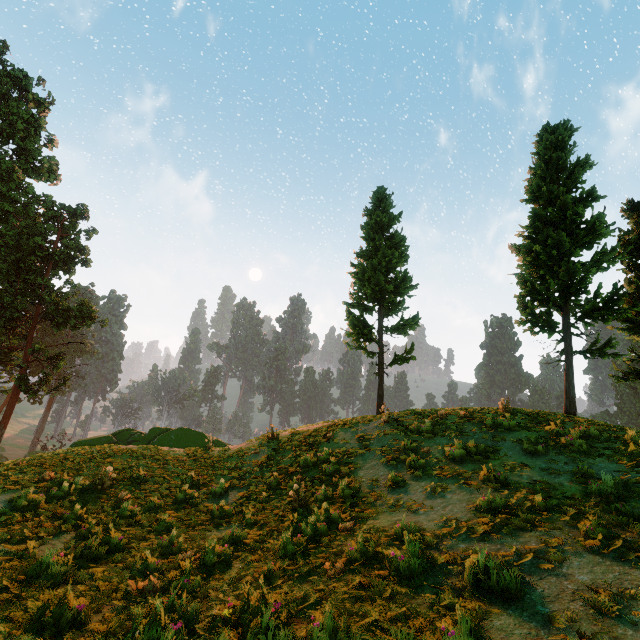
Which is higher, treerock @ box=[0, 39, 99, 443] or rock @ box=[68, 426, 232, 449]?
treerock @ box=[0, 39, 99, 443]

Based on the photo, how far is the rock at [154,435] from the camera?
17.8m

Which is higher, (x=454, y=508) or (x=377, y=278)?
(x=377, y=278)

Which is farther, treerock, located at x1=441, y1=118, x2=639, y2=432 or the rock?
the rock

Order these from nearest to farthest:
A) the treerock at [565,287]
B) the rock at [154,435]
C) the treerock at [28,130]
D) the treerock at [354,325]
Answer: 1. the treerock at [565,287]
2. the rock at [154,435]
3. the treerock at [354,325]
4. the treerock at [28,130]

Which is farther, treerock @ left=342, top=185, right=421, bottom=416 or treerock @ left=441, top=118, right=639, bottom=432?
treerock @ left=342, top=185, right=421, bottom=416

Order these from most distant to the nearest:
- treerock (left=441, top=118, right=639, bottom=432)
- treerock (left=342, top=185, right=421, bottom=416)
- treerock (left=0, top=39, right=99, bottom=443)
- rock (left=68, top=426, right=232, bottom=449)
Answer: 1. treerock (left=0, top=39, right=99, bottom=443)
2. treerock (left=342, top=185, right=421, bottom=416)
3. rock (left=68, top=426, right=232, bottom=449)
4. treerock (left=441, top=118, right=639, bottom=432)
